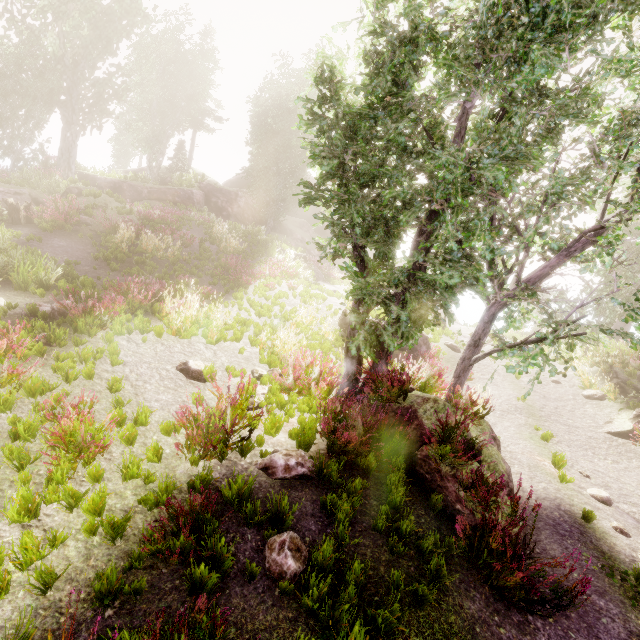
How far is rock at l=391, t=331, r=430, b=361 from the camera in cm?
1285

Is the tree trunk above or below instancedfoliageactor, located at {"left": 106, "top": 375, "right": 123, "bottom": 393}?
above

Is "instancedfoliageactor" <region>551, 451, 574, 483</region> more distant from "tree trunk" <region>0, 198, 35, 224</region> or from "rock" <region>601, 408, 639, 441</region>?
"rock" <region>601, 408, 639, 441</region>

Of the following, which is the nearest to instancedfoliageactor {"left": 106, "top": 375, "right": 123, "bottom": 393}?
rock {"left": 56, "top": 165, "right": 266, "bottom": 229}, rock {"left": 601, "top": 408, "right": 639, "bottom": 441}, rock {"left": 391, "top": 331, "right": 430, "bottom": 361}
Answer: rock {"left": 56, "top": 165, "right": 266, "bottom": 229}

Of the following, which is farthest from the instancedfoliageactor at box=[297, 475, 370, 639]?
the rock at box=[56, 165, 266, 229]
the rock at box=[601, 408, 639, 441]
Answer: the rock at box=[601, 408, 639, 441]

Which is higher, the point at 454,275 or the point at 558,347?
the point at 454,275

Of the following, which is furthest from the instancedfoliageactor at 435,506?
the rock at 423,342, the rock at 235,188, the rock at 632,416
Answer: the rock at 632,416
